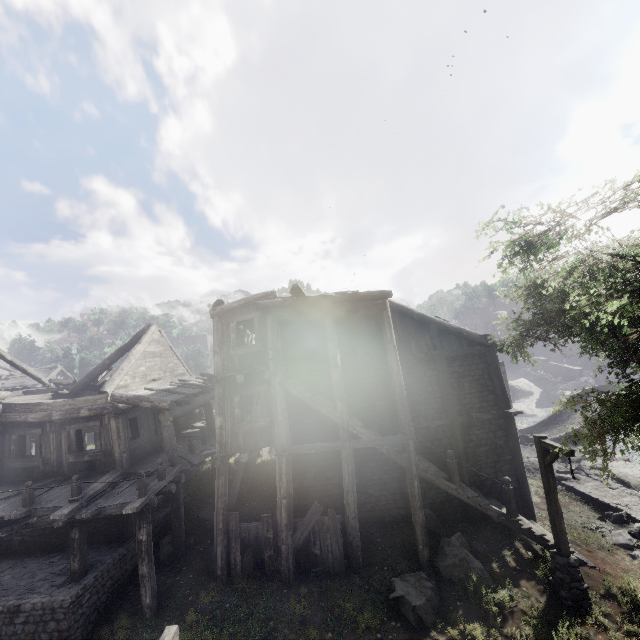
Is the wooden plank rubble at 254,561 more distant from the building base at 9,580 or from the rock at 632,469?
the rock at 632,469

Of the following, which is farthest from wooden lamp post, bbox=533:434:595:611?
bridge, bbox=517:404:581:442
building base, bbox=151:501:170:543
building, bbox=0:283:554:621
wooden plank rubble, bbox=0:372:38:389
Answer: wooden plank rubble, bbox=0:372:38:389

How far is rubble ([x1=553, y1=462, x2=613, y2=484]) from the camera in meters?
17.8 m

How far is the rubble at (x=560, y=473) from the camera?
17.78m

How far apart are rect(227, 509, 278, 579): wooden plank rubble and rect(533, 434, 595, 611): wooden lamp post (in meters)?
8.50

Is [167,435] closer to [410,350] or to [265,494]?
[265,494]

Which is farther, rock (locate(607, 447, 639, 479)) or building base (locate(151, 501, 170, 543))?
rock (locate(607, 447, 639, 479))

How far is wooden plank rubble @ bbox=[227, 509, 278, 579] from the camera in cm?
1109
